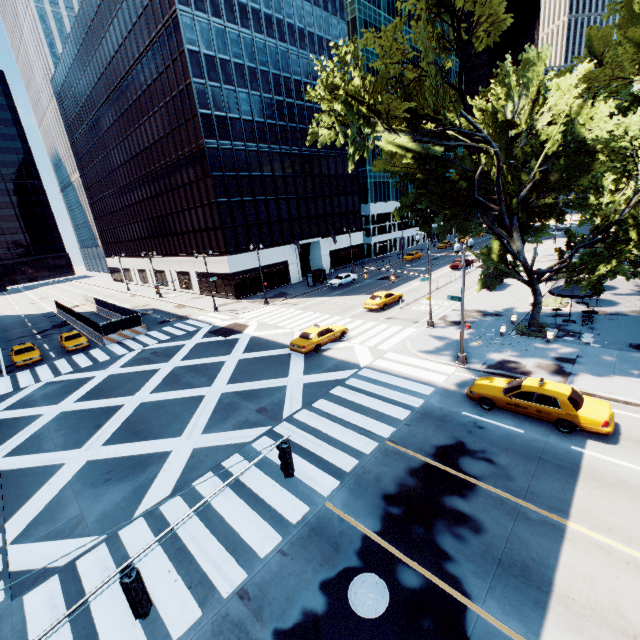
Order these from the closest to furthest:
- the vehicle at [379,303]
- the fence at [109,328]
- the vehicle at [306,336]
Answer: the vehicle at [306,336] < the vehicle at [379,303] < the fence at [109,328]

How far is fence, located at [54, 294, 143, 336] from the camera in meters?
32.0 m

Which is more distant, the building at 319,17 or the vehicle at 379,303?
the building at 319,17

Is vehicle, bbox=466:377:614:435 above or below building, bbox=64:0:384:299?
below

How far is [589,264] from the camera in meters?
16.0

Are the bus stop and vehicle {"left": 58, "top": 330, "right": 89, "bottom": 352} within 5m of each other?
no

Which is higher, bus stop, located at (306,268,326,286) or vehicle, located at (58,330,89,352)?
bus stop, located at (306,268,326,286)

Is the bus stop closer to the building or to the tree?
the building
